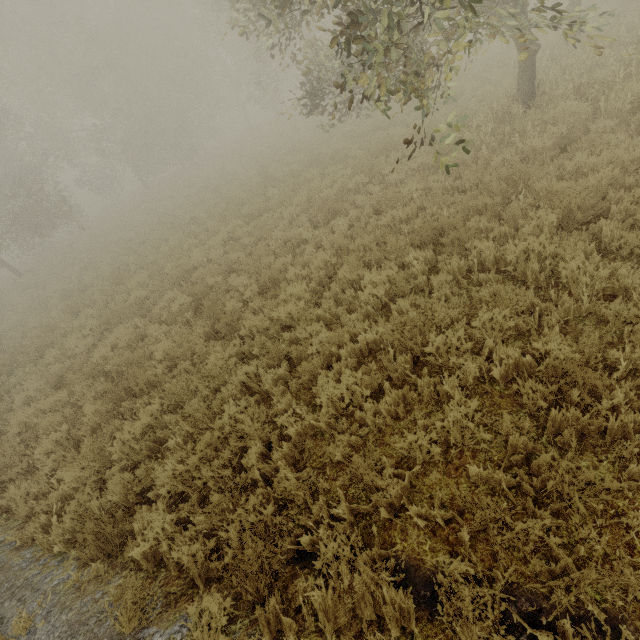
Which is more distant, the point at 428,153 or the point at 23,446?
the point at 428,153
